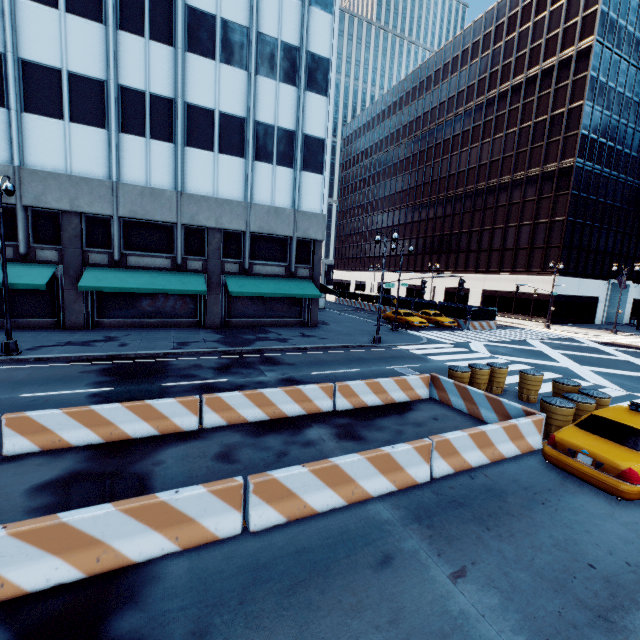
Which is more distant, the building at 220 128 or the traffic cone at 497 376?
the building at 220 128

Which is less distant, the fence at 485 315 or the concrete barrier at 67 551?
the concrete barrier at 67 551

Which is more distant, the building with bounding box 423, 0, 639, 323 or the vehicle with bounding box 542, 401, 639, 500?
the building with bounding box 423, 0, 639, 323

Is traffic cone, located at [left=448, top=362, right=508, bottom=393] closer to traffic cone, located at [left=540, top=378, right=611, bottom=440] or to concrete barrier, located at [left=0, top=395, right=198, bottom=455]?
concrete barrier, located at [left=0, top=395, right=198, bottom=455]

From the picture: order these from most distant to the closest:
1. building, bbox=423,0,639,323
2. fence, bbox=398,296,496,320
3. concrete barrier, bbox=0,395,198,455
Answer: building, bbox=423,0,639,323, fence, bbox=398,296,496,320, concrete barrier, bbox=0,395,198,455

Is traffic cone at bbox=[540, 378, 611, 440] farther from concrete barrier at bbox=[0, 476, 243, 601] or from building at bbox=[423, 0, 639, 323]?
building at bbox=[423, 0, 639, 323]

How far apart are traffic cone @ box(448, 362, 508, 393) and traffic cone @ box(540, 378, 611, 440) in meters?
2.7 m

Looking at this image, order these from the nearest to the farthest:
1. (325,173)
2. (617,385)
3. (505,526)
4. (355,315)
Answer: (505,526)
(617,385)
(325,173)
(355,315)
